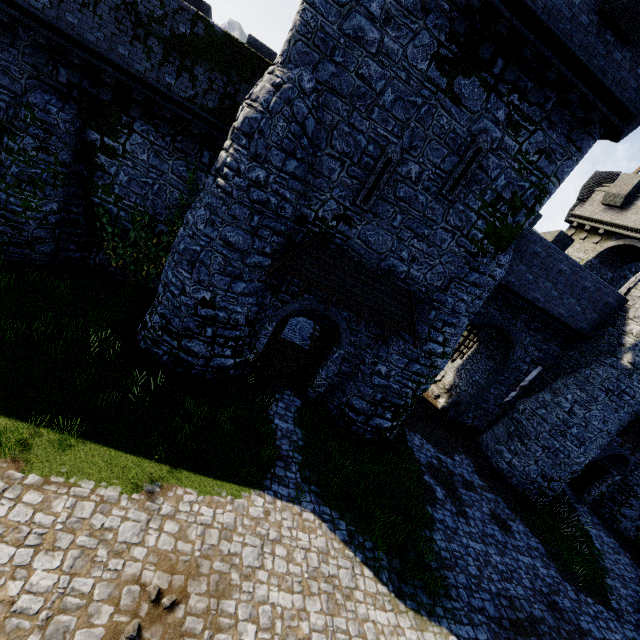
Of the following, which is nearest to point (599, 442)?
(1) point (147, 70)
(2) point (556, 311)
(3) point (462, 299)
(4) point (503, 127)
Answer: (2) point (556, 311)

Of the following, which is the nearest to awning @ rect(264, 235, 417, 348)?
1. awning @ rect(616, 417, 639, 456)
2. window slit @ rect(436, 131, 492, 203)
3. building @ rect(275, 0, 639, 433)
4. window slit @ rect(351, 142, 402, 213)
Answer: building @ rect(275, 0, 639, 433)

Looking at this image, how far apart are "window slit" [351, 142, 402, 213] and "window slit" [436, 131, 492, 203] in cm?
156

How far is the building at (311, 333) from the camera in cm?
1814

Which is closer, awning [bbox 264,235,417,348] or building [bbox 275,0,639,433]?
building [bbox 275,0,639,433]

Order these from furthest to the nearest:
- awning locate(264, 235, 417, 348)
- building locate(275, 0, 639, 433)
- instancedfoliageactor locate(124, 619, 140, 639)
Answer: awning locate(264, 235, 417, 348) < building locate(275, 0, 639, 433) < instancedfoliageactor locate(124, 619, 140, 639)

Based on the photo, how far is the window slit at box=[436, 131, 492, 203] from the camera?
9.98m

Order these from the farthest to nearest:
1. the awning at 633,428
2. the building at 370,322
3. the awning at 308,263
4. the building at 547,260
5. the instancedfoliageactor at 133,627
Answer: the awning at 633,428 < the building at 370,322 < the awning at 308,263 < the building at 547,260 < the instancedfoliageactor at 133,627
